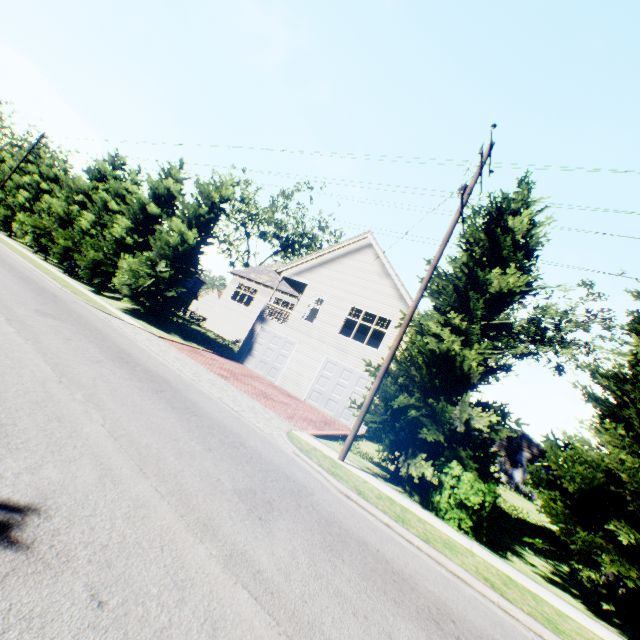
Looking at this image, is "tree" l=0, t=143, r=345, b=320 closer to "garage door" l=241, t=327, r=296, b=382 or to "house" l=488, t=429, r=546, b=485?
"house" l=488, t=429, r=546, b=485

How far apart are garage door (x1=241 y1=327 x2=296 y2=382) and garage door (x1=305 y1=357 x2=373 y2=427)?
2.2 meters

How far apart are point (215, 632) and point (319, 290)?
19.2m

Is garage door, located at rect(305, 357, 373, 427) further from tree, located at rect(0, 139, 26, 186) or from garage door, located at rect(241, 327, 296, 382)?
tree, located at rect(0, 139, 26, 186)

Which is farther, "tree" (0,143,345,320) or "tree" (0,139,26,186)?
"tree" (0,139,26,186)

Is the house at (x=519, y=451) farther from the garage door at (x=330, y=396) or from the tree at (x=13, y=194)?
the garage door at (x=330, y=396)

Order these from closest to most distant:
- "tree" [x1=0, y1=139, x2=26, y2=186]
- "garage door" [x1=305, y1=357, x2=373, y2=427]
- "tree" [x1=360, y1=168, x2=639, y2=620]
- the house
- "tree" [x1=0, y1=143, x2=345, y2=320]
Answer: "tree" [x1=360, y1=168, x2=639, y2=620] → "garage door" [x1=305, y1=357, x2=373, y2=427] → "tree" [x1=0, y1=143, x2=345, y2=320] → the house → "tree" [x1=0, y1=139, x2=26, y2=186]

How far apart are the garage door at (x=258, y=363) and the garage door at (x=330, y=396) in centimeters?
216cm
